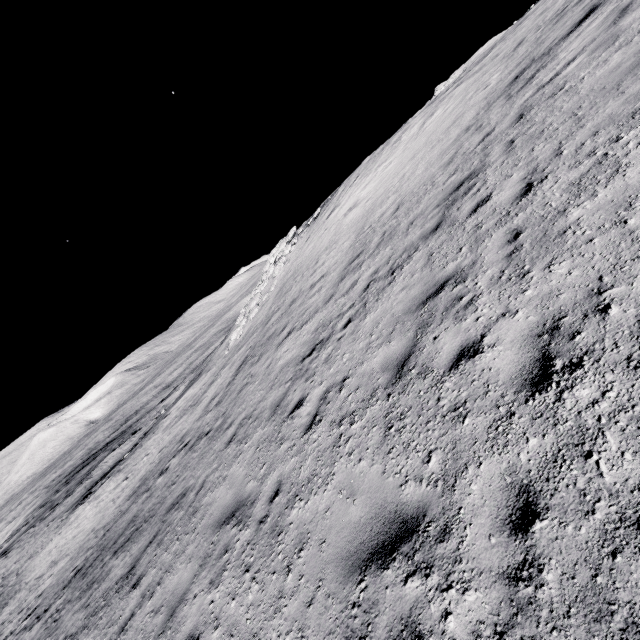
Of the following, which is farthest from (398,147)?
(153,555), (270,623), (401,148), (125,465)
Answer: (125,465)
